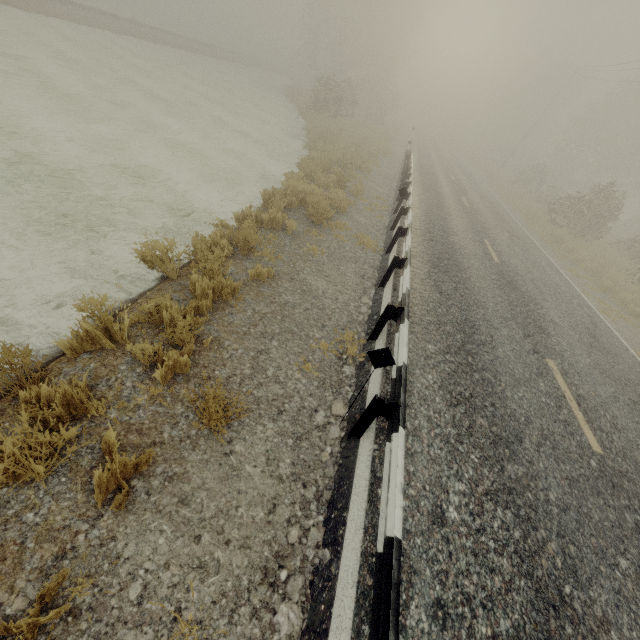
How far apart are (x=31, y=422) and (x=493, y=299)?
9.04m

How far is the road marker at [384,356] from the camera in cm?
331

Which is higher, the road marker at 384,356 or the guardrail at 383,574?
the road marker at 384,356

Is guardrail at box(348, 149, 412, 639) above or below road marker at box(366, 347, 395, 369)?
below

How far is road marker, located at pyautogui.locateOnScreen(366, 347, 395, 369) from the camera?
3.3 meters

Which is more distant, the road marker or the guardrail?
the road marker
